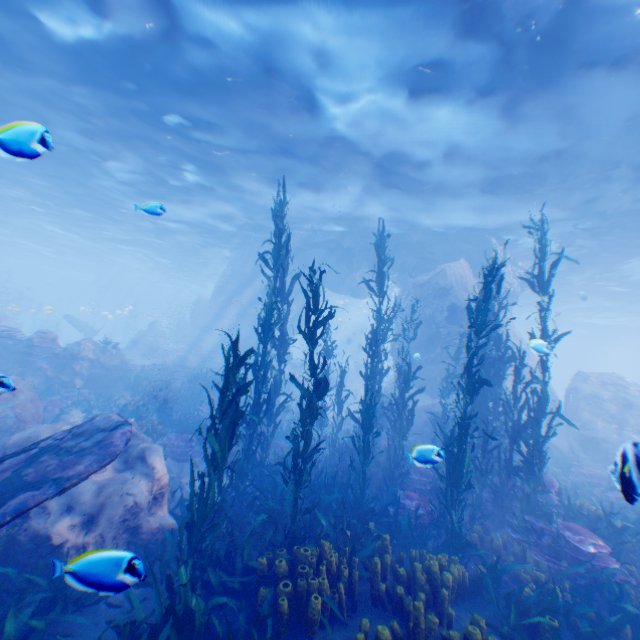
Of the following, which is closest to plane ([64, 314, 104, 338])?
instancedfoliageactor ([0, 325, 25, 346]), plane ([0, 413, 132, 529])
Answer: instancedfoliageactor ([0, 325, 25, 346])

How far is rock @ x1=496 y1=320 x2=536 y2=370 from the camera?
14.60m

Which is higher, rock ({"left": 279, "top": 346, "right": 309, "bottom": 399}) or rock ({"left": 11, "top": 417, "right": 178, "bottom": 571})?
rock ({"left": 279, "top": 346, "right": 309, "bottom": 399})

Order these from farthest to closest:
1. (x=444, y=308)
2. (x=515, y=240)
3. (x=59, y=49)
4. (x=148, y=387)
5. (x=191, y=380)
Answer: (x=515, y=240) → (x=191, y=380) → (x=444, y=308) → (x=148, y=387) → (x=59, y=49)

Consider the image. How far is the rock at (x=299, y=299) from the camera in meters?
27.7

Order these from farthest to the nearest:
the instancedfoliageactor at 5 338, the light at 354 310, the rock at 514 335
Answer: the light at 354 310
the rock at 514 335
the instancedfoliageactor at 5 338

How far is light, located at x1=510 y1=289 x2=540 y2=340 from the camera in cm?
3140

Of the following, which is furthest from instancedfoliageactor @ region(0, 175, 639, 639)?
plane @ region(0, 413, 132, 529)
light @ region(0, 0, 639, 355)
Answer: light @ region(0, 0, 639, 355)
